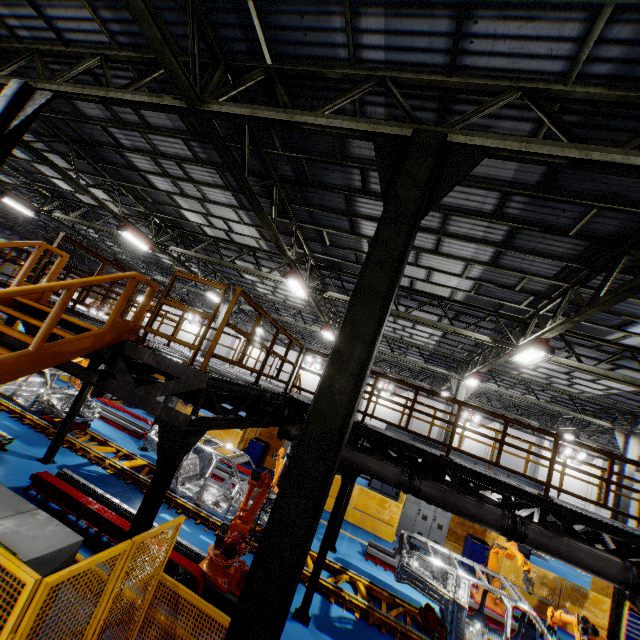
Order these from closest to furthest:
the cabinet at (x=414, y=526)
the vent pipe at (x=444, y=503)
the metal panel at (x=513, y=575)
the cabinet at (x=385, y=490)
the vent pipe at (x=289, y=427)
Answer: the vent pipe at (x=444, y=503) < the vent pipe at (x=289, y=427) < the metal panel at (x=513, y=575) < the cabinet at (x=414, y=526) < the cabinet at (x=385, y=490)

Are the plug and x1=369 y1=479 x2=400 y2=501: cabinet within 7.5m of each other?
no

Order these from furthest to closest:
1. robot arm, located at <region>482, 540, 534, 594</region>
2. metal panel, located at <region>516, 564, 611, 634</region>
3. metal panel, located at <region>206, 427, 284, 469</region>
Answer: metal panel, located at <region>206, 427, 284, 469</region>
metal panel, located at <region>516, 564, 611, 634</region>
robot arm, located at <region>482, 540, 534, 594</region>

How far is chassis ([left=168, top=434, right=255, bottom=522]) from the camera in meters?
8.9

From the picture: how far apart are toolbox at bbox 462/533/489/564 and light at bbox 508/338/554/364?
8.6m

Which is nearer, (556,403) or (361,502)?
(361,502)

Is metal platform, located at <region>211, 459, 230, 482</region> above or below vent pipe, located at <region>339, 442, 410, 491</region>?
below

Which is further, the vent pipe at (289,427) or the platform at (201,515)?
the platform at (201,515)
